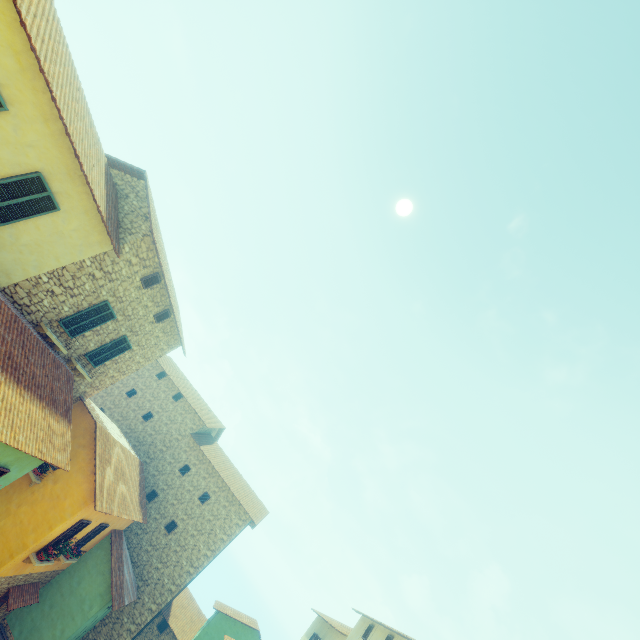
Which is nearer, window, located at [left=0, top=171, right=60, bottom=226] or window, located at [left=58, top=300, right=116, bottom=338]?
window, located at [left=0, top=171, right=60, bottom=226]

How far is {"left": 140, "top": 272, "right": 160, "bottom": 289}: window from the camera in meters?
12.6 m

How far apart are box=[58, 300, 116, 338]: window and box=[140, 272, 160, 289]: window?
1.31m

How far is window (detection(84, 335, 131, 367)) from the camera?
13.5m

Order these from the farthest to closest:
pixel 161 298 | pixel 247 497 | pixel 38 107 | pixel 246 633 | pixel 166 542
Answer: Result: pixel 247 497 < pixel 246 633 < pixel 166 542 < pixel 161 298 < pixel 38 107

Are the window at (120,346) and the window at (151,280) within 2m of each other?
no

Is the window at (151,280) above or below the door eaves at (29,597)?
above

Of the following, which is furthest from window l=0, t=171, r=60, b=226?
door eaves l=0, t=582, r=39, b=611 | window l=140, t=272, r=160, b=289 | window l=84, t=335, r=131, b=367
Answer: door eaves l=0, t=582, r=39, b=611
